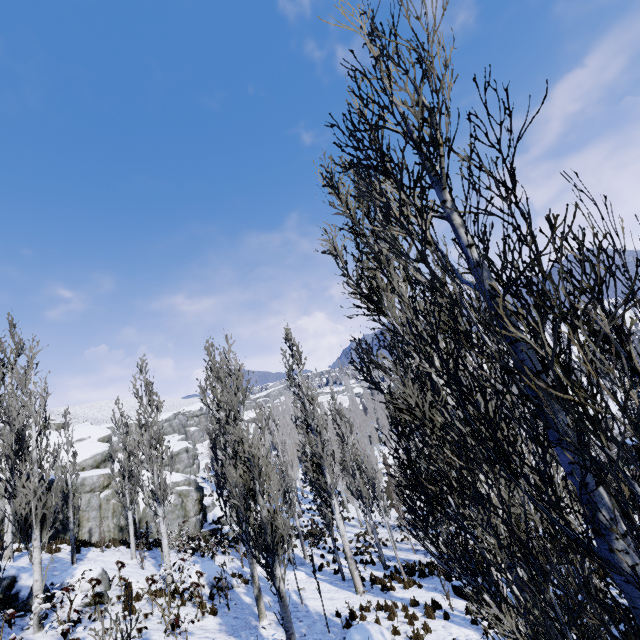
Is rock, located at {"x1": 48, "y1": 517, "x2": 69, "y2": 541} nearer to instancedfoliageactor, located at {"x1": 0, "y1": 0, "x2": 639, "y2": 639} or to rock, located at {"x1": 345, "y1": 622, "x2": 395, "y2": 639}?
instancedfoliageactor, located at {"x1": 0, "y1": 0, "x2": 639, "y2": 639}

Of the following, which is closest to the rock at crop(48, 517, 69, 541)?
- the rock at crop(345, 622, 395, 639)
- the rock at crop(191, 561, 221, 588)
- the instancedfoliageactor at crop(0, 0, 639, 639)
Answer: the instancedfoliageactor at crop(0, 0, 639, 639)

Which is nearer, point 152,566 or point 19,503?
point 19,503

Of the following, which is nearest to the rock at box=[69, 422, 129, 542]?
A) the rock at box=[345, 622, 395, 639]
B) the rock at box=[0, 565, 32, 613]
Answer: the rock at box=[0, 565, 32, 613]

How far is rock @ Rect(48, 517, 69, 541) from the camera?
19.52m

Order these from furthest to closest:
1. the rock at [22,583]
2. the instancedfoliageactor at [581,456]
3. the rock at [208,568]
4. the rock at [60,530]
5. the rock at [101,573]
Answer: the rock at [60,530] < the rock at [208,568] < the rock at [101,573] < the rock at [22,583] < the instancedfoliageactor at [581,456]

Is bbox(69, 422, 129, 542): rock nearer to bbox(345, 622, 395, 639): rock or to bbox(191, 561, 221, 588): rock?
bbox(191, 561, 221, 588): rock

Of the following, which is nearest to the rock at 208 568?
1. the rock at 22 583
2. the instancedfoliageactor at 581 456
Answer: the instancedfoliageactor at 581 456
